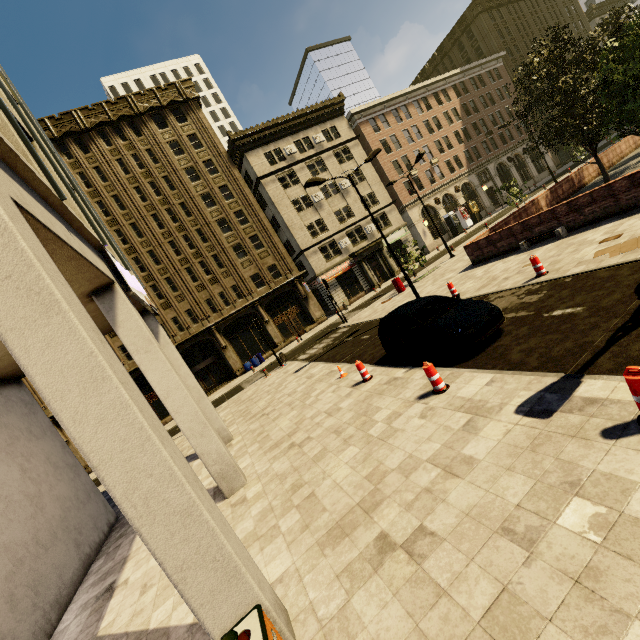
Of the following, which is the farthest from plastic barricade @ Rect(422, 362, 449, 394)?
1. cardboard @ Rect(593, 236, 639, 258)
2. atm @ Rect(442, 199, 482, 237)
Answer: atm @ Rect(442, 199, 482, 237)

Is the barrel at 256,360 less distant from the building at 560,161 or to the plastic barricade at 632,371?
the building at 560,161

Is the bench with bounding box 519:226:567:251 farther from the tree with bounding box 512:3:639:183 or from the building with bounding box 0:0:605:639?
the building with bounding box 0:0:605:639

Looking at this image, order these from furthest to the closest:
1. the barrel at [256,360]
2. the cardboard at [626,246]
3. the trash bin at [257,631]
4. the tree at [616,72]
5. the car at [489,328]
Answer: the barrel at [256,360] < the tree at [616,72] < the cardboard at [626,246] < the car at [489,328] < the trash bin at [257,631]

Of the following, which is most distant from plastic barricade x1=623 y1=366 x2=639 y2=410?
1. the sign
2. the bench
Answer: the bench

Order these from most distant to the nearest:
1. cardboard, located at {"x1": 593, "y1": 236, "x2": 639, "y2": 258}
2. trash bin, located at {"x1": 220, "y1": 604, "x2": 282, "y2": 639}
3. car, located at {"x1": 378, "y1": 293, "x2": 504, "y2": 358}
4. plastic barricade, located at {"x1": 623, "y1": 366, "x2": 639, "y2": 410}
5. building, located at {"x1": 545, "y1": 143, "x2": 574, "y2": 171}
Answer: building, located at {"x1": 545, "y1": 143, "x2": 574, "y2": 171} → cardboard, located at {"x1": 593, "y1": 236, "x2": 639, "y2": 258} → car, located at {"x1": 378, "y1": 293, "x2": 504, "y2": 358} → plastic barricade, located at {"x1": 623, "y1": 366, "x2": 639, "y2": 410} → trash bin, located at {"x1": 220, "y1": 604, "x2": 282, "y2": 639}

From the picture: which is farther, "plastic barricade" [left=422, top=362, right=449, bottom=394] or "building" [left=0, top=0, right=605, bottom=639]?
"plastic barricade" [left=422, top=362, right=449, bottom=394]

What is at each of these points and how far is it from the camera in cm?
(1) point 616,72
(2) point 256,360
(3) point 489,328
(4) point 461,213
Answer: (1) tree, 1211
(2) barrel, 3142
(3) car, 788
(4) atm, 4206
